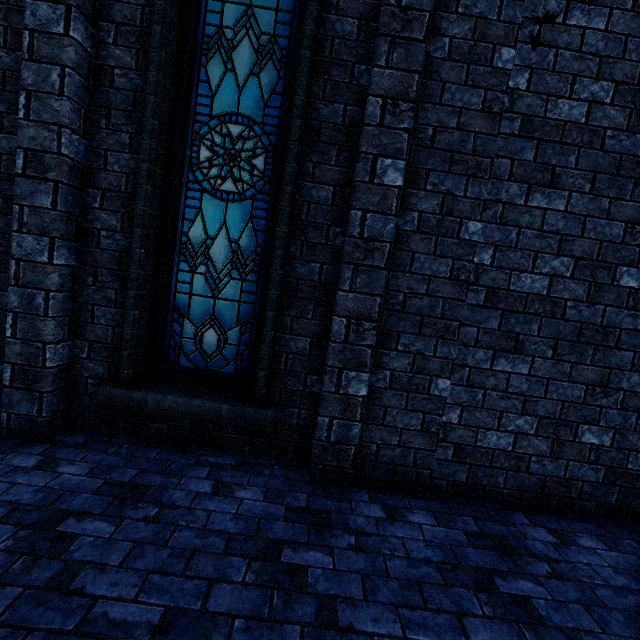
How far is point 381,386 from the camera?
3.1 meters
